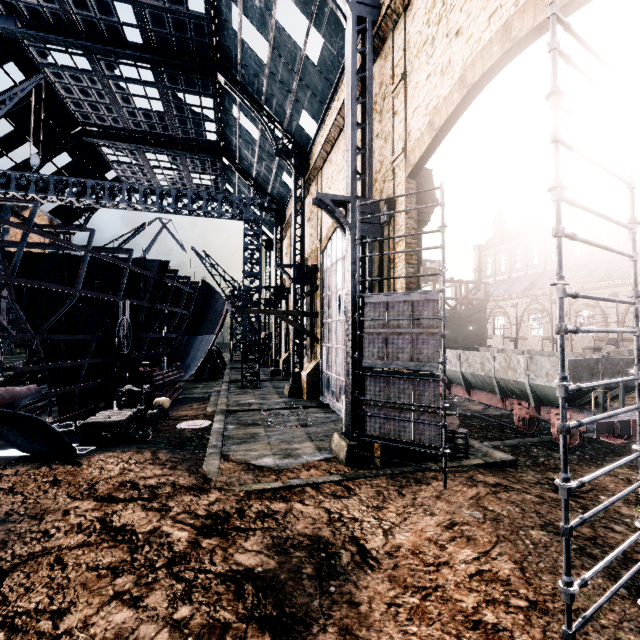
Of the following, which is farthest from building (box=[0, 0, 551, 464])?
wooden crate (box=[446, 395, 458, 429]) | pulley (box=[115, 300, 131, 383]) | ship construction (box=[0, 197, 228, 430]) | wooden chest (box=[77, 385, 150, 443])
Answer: pulley (box=[115, 300, 131, 383])

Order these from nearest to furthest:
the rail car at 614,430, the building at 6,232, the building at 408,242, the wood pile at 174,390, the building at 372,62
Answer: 1. the building at 372,62
2. the building at 408,242
3. the rail car at 614,430
4. the wood pile at 174,390
5. the building at 6,232

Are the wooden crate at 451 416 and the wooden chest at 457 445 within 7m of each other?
yes

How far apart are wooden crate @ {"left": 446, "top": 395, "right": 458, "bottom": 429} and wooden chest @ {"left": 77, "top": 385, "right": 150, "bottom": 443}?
12.68m

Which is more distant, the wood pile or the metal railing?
the wood pile

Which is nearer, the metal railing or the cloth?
the metal railing

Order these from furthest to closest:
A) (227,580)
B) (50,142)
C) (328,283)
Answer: (50,142), (328,283), (227,580)

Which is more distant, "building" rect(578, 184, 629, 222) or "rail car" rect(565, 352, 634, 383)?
"building" rect(578, 184, 629, 222)
